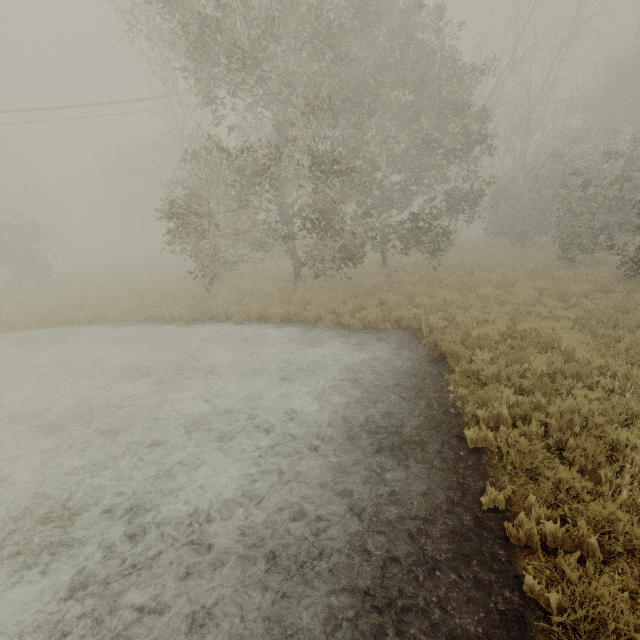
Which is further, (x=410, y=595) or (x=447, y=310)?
(x=447, y=310)
